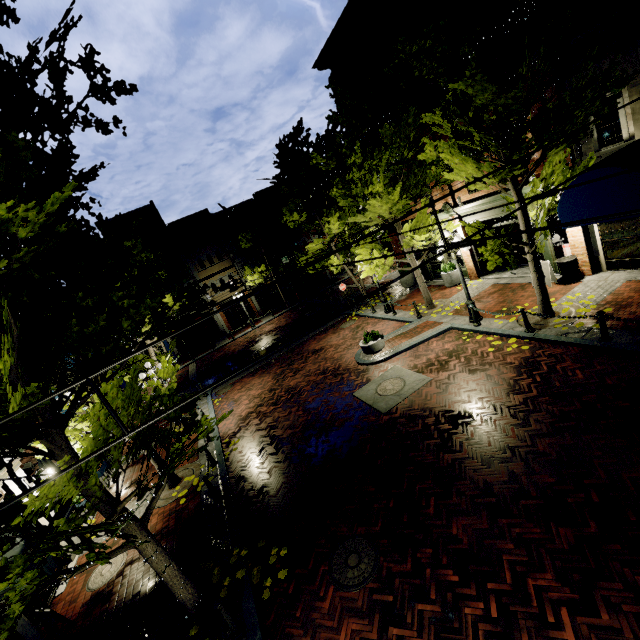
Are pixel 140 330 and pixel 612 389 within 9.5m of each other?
no

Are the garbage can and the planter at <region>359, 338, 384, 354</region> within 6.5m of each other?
no

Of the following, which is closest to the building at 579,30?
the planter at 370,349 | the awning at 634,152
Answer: the awning at 634,152

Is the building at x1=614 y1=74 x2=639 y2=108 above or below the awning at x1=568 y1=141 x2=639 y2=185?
above

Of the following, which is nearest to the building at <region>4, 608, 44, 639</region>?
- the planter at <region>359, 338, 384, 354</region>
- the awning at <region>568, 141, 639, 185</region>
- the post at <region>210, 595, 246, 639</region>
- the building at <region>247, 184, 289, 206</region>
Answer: the awning at <region>568, 141, 639, 185</region>

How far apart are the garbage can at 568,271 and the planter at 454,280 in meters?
4.8 m

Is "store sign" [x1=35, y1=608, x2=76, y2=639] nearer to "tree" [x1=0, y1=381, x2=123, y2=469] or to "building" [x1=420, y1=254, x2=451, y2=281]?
"building" [x1=420, y1=254, x2=451, y2=281]

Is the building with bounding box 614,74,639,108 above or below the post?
above
